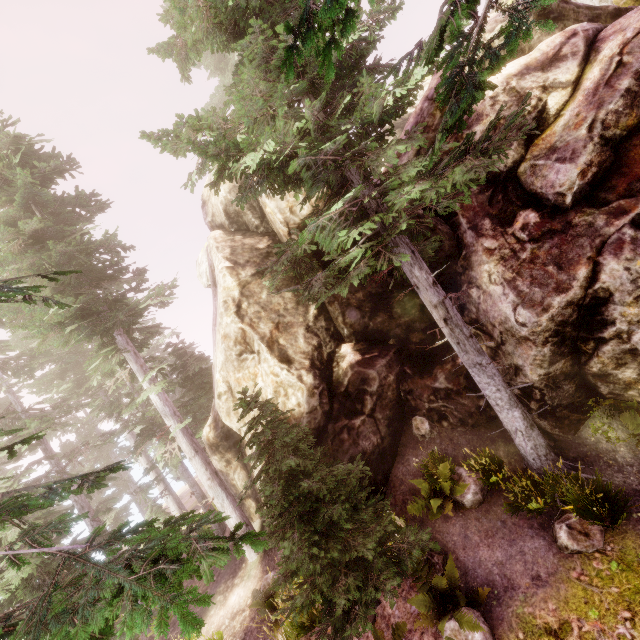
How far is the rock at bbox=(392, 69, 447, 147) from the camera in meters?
9.8

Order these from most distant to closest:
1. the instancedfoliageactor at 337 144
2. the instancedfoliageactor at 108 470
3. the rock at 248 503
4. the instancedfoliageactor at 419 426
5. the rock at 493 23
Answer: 1. the rock at 248 503
2. the instancedfoliageactor at 419 426
3. the rock at 493 23
4. the instancedfoliageactor at 337 144
5. the instancedfoliageactor at 108 470

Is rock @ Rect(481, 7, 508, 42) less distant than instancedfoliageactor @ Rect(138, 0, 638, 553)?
No

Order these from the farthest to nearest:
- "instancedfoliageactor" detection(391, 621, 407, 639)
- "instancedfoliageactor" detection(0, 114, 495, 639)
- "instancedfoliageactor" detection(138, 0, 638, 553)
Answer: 1. "instancedfoliageactor" detection(391, 621, 407, 639)
2. "instancedfoliageactor" detection(138, 0, 638, 553)
3. "instancedfoliageactor" detection(0, 114, 495, 639)

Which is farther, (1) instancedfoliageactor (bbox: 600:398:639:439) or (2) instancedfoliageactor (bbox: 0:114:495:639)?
(1) instancedfoliageactor (bbox: 600:398:639:439)

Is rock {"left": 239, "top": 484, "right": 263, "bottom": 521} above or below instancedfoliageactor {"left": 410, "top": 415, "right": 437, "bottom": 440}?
below

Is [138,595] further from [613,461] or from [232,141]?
[613,461]

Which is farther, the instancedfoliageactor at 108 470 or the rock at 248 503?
the rock at 248 503
